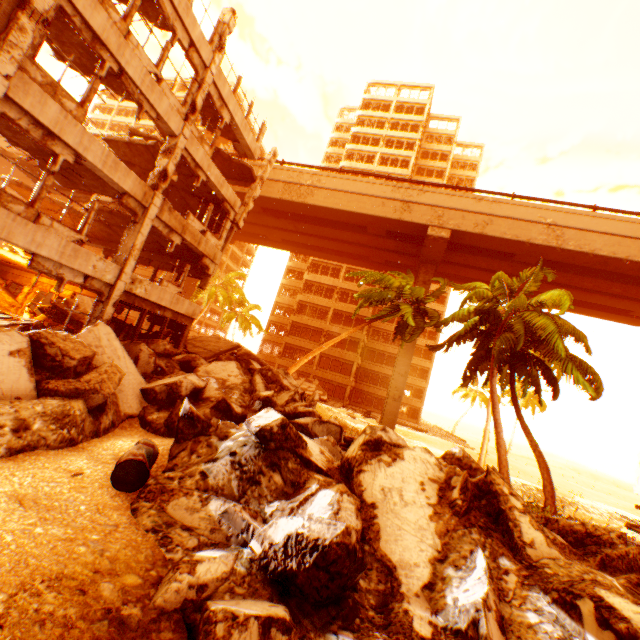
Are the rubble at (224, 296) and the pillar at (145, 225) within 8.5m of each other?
no

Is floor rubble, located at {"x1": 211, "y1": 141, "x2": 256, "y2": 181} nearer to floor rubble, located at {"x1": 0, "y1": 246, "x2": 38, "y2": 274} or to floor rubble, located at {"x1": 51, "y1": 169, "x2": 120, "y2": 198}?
floor rubble, located at {"x1": 51, "y1": 169, "x2": 120, "y2": 198}

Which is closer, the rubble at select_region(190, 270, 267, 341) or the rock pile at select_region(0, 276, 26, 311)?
the rock pile at select_region(0, 276, 26, 311)

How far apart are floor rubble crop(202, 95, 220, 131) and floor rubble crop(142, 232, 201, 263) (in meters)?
5.56

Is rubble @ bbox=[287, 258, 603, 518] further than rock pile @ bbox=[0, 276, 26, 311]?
No

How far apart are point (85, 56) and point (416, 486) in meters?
14.7 m

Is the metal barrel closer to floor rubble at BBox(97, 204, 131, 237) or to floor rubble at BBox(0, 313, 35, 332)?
floor rubble at BBox(0, 313, 35, 332)

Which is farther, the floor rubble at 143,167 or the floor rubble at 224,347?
the floor rubble at 224,347
